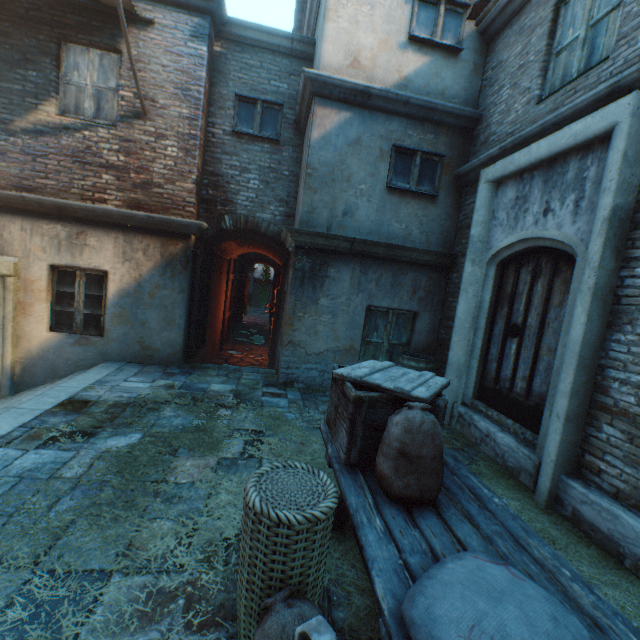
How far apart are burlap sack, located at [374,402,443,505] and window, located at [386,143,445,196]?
4.7m

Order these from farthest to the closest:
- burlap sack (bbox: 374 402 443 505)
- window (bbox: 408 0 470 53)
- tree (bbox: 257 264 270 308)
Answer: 1. tree (bbox: 257 264 270 308)
2. window (bbox: 408 0 470 53)
3. burlap sack (bbox: 374 402 443 505)

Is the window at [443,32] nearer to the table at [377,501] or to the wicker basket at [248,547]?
the table at [377,501]

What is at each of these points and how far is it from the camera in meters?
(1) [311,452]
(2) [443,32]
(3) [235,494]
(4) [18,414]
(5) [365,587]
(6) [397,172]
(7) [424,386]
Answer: (1) straw, 3.9 m
(2) window, 5.6 m
(3) straw, 3.0 m
(4) stairs, 3.9 m
(5) straw, 2.2 m
(6) window, 5.8 m
(7) wooden crate lid, 2.5 m

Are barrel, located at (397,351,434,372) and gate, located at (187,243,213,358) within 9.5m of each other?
yes

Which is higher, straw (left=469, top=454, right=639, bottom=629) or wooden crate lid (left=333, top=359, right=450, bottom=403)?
wooden crate lid (left=333, top=359, right=450, bottom=403)

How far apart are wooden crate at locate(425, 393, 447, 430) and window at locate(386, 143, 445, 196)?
3.95m

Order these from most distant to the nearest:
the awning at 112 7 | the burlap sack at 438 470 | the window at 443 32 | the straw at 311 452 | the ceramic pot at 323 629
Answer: the window at 443 32 < the awning at 112 7 < the straw at 311 452 < the burlap sack at 438 470 < the ceramic pot at 323 629
